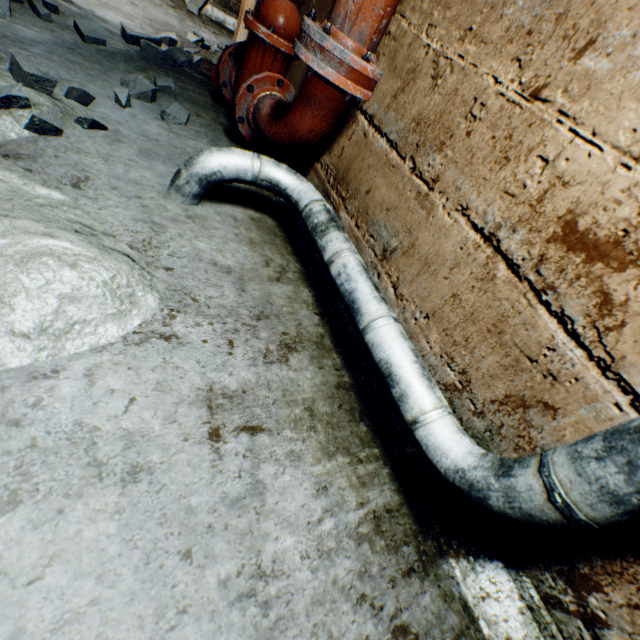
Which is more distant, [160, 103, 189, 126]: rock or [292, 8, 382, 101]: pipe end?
[160, 103, 189, 126]: rock

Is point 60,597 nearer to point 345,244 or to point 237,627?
point 237,627

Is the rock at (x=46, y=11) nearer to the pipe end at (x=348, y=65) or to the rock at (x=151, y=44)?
the rock at (x=151, y=44)

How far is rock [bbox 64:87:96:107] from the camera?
1.5 meters

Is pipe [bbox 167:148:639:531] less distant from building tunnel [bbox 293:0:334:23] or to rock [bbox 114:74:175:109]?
building tunnel [bbox 293:0:334:23]

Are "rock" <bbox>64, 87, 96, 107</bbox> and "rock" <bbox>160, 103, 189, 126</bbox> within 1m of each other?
yes

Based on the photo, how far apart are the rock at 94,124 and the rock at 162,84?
0.47m
